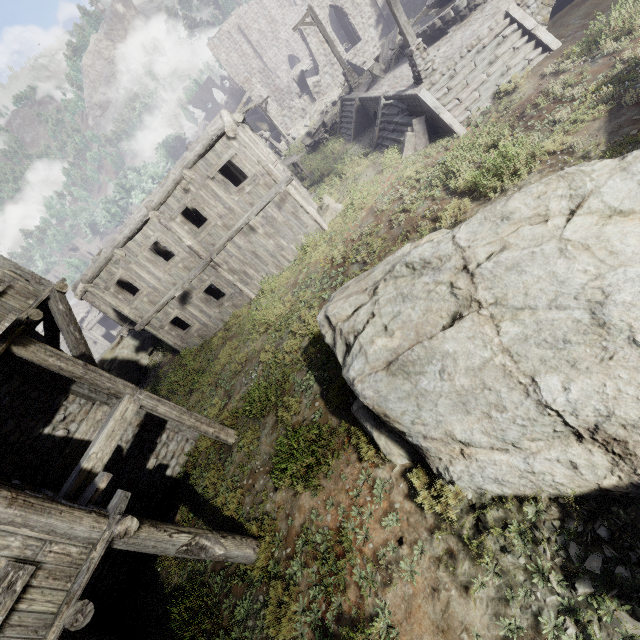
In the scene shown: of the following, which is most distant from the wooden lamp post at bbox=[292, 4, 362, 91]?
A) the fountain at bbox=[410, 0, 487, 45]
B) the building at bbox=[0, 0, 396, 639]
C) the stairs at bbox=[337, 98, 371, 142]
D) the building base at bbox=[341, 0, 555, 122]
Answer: the building at bbox=[0, 0, 396, 639]

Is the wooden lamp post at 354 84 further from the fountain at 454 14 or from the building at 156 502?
the building at 156 502

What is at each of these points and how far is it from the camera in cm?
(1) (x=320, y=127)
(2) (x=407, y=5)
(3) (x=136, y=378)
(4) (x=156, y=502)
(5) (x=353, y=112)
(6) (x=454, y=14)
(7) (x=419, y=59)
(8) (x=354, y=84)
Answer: (1) cart, 2359
(2) building, 3067
(3) rock, 1859
(4) building, 948
(5) stairs, 1905
(6) fountain, 1373
(7) wooden lamp post, 1193
(8) wooden lamp post, 2028

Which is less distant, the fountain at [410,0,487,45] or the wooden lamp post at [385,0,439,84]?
the wooden lamp post at [385,0,439,84]

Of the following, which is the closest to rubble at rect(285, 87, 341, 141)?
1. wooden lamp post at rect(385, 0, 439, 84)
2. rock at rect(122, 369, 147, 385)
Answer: wooden lamp post at rect(385, 0, 439, 84)

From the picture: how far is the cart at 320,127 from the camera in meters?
23.5

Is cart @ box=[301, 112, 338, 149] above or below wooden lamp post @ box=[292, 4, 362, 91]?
below

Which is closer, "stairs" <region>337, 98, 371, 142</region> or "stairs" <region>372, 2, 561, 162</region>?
"stairs" <region>372, 2, 561, 162</region>
